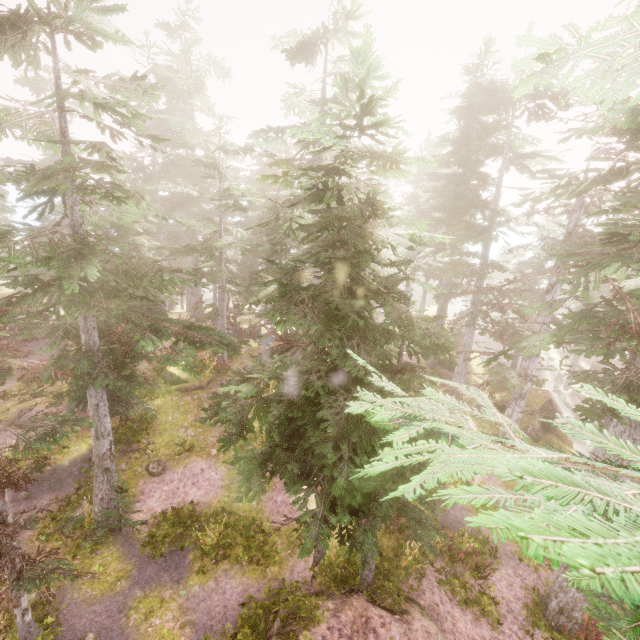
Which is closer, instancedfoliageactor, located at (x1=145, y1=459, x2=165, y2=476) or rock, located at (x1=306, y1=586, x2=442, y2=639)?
rock, located at (x1=306, y1=586, x2=442, y2=639)

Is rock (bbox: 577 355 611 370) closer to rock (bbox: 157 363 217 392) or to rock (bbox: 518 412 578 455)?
rock (bbox: 518 412 578 455)

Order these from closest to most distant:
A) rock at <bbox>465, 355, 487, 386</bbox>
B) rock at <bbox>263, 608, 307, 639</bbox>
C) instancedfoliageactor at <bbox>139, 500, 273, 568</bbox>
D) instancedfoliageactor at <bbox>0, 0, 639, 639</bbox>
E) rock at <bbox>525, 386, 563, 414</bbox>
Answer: instancedfoliageactor at <bbox>0, 0, 639, 639</bbox>, rock at <bbox>263, 608, 307, 639</bbox>, instancedfoliageactor at <bbox>139, 500, 273, 568</bbox>, rock at <bbox>525, 386, 563, 414</bbox>, rock at <bbox>465, 355, 487, 386</bbox>

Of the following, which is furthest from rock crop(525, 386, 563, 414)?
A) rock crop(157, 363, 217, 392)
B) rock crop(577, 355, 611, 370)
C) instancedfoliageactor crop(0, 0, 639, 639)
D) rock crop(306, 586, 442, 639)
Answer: rock crop(157, 363, 217, 392)

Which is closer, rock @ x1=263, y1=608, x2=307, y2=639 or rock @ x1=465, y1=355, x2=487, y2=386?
rock @ x1=263, y1=608, x2=307, y2=639

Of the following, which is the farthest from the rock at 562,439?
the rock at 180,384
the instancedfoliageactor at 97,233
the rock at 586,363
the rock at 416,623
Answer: the rock at 180,384

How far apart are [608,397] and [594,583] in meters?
10.7 m

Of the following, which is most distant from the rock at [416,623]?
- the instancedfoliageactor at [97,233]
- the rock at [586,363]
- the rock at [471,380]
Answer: the rock at [586,363]
